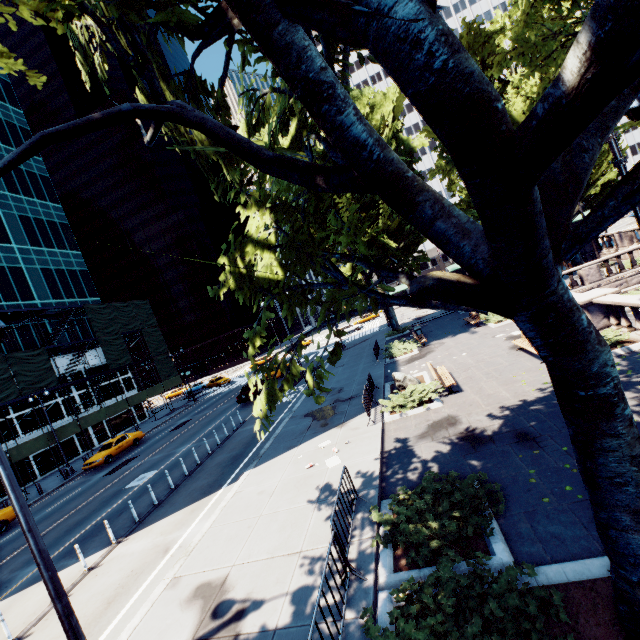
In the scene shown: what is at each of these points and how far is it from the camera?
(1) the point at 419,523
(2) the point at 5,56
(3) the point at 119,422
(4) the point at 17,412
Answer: (1) bush, 6.8m
(2) tree, 8.4m
(3) building, 39.8m
(4) building, 30.4m

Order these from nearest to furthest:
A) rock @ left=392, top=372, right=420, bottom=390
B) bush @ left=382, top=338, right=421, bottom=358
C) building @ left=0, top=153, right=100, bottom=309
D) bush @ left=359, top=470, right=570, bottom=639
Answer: bush @ left=359, top=470, right=570, bottom=639, rock @ left=392, top=372, right=420, bottom=390, bush @ left=382, top=338, right=421, bottom=358, building @ left=0, top=153, right=100, bottom=309

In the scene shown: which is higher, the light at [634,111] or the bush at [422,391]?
the light at [634,111]

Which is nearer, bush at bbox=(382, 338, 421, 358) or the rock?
the rock

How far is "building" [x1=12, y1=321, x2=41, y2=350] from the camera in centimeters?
3269cm

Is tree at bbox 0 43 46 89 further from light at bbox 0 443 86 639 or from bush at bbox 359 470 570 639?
light at bbox 0 443 86 639

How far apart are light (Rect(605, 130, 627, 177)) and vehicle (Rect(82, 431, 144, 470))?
33.5 meters

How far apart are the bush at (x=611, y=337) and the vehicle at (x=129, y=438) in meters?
31.6
